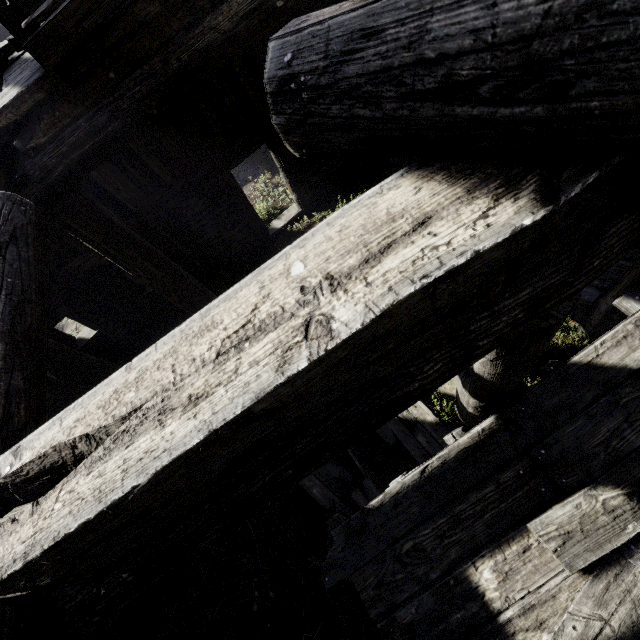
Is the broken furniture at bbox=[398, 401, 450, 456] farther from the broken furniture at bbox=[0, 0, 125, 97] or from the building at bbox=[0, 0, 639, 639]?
the broken furniture at bbox=[0, 0, 125, 97]

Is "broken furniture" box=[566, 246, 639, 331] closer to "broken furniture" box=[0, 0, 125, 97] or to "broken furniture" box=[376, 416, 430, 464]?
"broken furniture" box=[376, 416, 430, 464]

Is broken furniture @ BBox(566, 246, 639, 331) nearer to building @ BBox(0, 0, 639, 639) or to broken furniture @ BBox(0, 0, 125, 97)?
building @ BBox(0, 0, 639, 639)

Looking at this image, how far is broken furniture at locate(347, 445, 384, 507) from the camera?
5.37m

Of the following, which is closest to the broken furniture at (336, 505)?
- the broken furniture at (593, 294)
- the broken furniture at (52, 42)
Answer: the broken furniture at (593, 294)

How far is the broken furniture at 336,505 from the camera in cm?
544

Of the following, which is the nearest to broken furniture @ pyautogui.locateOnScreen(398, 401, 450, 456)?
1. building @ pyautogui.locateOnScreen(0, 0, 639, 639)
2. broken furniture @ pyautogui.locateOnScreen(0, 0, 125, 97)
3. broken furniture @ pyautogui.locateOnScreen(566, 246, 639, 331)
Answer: building @ pyautogui.locateOnScreen(0, 0, 639, 639)

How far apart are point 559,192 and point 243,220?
8.3 meters
